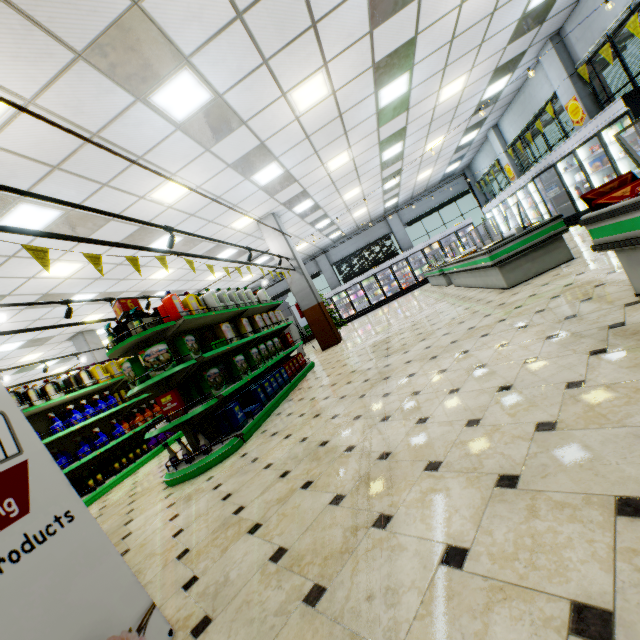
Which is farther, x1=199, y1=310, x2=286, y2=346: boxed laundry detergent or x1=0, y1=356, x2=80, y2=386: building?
x1=0, y1=356, x2=80, y2=386: building

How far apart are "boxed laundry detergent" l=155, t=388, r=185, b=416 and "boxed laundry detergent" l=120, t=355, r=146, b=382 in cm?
28

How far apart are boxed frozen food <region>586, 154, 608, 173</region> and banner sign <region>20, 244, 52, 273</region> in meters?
11.0

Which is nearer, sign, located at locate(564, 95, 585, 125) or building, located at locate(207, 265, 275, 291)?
sign, located at locate(564, 95, 585, 125)

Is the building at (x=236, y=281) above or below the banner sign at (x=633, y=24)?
above

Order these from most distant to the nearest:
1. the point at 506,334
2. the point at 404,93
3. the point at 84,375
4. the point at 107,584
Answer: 1. the point at 404,93
2. the point at 84,375
3. the point at 506,334
4. the point at 107,584

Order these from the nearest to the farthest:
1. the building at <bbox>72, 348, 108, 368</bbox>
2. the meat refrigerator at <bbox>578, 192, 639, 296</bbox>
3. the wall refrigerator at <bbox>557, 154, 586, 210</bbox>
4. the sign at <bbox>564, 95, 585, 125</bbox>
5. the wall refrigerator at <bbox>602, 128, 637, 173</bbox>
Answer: the meat refrigerator at <bbox>578, 192, 639, 296</bbox>
the wall refrigerator at <bbox>602, 128, 637, 173</bbox>
the sign at <bbox>564, 95, 585, 125</bbox>
the wall refrigerator at <bbox>557, 154, 586, 210</bbox>
the building at <bbox>72, 348, 108, 368</bbox>

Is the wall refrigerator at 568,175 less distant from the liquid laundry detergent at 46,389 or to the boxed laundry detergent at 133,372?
the boxed laundry detergent at 133,372
